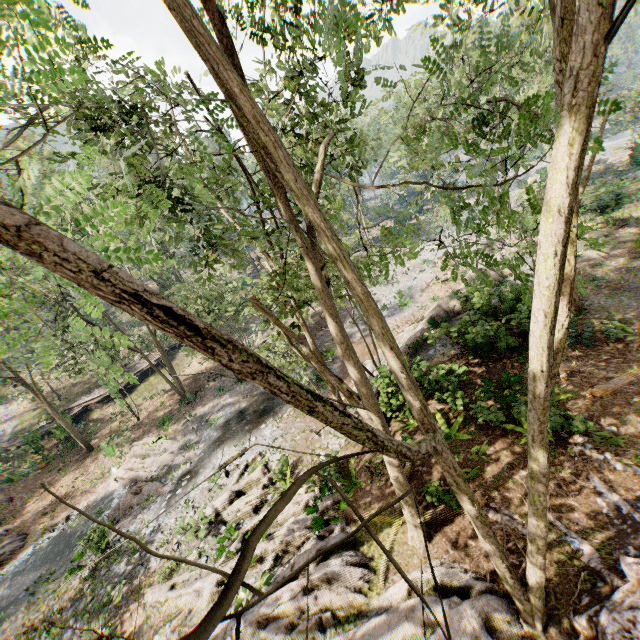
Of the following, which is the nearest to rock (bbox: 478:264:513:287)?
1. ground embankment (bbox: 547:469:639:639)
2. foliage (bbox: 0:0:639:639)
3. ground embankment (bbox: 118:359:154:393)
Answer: foliage (bbox: 0:0:639:639)

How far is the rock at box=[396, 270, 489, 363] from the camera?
16.6 meters

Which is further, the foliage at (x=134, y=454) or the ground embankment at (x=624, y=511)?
the foliage at (x=134, y=454)

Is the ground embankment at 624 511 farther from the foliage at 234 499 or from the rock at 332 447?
the rock at 332 447

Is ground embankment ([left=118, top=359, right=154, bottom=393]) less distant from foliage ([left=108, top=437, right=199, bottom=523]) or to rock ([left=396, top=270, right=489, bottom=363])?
foliage ([left=108, top=437, right=199, bottom=523])

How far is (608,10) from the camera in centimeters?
211cm

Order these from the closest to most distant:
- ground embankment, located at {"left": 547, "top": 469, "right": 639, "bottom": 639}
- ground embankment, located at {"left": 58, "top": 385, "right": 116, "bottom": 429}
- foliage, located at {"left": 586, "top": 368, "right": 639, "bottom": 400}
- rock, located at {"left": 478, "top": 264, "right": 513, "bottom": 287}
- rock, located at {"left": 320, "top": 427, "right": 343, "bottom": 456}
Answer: ground embankment, located at {"left": 547, "top": 469, "right": 639, "bottom": 639} → foliage, located at {"left": 586, "top": 368, "right": 639, "bottom": 400} → rock, located at {"left": 320, "top": 427, "right": 343, "bottom": 456} → rock, located at {"left": 478, "top": 264, "right": 513, "bottom": 287} → ground embankment, located at {"left": 58, "top": 385, "right": 116, "bottom": 429}

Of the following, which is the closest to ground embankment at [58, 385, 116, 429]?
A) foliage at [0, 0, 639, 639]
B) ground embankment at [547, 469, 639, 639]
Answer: foliage at [0, 0, 639, 639]
